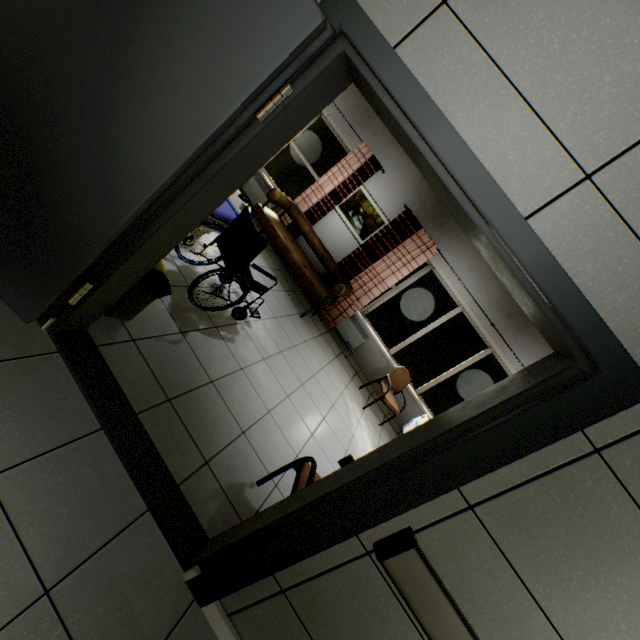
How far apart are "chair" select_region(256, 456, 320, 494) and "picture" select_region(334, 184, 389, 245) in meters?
4.7

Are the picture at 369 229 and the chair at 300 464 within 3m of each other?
no

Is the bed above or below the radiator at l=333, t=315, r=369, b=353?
above

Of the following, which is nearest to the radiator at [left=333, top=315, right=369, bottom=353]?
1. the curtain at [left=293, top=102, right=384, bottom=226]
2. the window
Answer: the curtain at [left=293, top=102, right=384, bottom=226]

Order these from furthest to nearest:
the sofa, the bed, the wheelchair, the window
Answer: the window → the sofa → the bed → the wheelchair

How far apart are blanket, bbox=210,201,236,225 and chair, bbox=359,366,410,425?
3.5m

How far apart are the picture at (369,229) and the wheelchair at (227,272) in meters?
2.9 m

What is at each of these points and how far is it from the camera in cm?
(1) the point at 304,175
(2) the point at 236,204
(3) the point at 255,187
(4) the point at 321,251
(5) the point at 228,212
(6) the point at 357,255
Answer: (1) window, 658
(2) bed, 391
(3) radiator, 663
(4) sofa, 607
(5) blanket, 368
(6) curtain, 615
